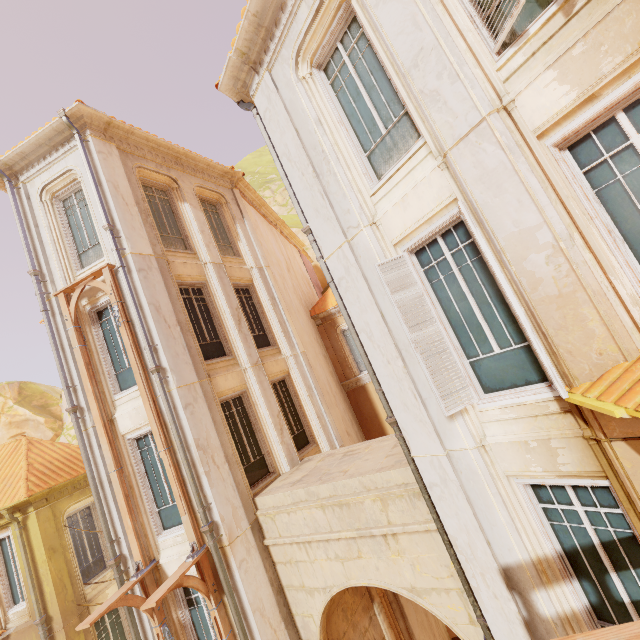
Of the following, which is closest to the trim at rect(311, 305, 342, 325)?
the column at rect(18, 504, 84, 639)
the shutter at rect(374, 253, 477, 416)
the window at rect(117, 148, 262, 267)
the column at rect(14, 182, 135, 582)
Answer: the window at rect(117, 148, 262, 267)

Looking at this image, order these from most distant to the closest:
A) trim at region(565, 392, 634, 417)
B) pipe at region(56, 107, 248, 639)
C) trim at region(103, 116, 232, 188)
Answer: trim at region(103, 116, 232, 188) → pipe at region(56, 107, 248, 639) → trim at region(565, 392, 634, 417)

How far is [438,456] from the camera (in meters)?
5.14

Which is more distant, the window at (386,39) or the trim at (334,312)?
the trim at (334,312)

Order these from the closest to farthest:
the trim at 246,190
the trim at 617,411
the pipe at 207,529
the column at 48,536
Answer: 1. the trim at 617,411
2. the pipe at 207,529
3. the column at 48,536
4. the trim at 246,190

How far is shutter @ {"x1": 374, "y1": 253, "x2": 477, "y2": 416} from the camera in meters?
4.8 m

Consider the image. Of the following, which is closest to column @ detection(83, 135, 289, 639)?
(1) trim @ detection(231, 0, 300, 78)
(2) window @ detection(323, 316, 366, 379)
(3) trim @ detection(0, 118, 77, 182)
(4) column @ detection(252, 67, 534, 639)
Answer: (3) trim @ detection(0, 118, 77, 182)

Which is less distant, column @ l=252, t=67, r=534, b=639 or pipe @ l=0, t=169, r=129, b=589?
column @ l=252, t=67, r=534, b=639
